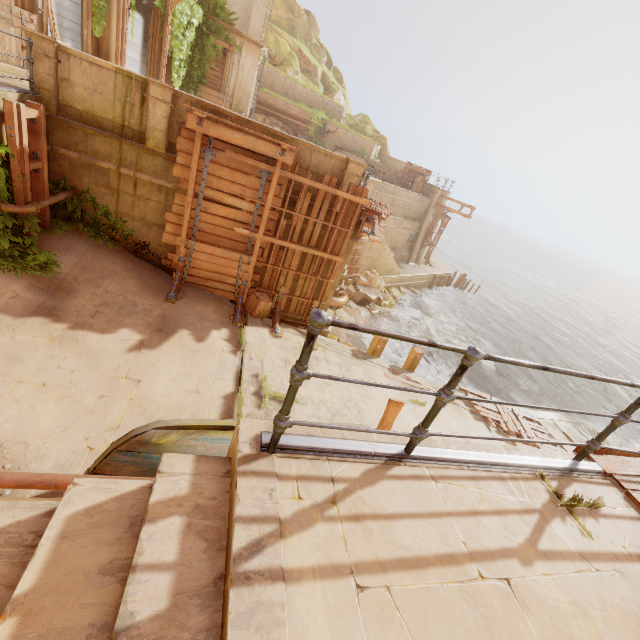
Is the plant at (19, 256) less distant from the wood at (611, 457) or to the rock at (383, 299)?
the wood at (611, 457)

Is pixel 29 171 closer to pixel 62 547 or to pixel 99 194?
pixel 99 194

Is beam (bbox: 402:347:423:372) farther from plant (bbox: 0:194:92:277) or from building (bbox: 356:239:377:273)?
plant (bbox: 0:194:92:277)

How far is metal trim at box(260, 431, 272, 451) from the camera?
2.0m

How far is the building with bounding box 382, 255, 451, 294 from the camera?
25.4 meters

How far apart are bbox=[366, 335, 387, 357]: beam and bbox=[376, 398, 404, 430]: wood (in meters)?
8.49

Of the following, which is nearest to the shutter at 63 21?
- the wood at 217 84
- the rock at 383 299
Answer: the wood at 217 84

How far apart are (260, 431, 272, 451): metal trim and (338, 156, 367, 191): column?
8.3 meters
